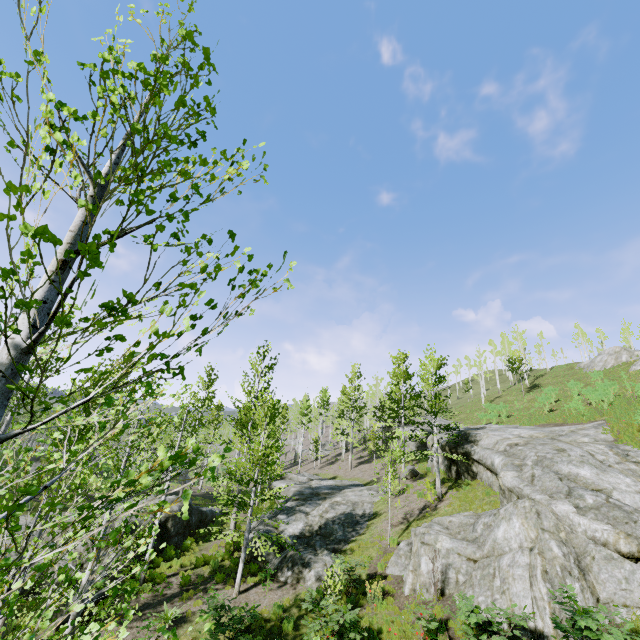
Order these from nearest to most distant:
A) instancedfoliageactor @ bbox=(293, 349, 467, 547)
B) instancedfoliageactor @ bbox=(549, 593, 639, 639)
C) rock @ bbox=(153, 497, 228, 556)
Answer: instancedfoliageactor @ bbox=(549, 593, 639, 639) → rock @ bbox=(153, 497, 228, 556) → instancedfoliageactor @ bbox=(293, 349, 467, 547)

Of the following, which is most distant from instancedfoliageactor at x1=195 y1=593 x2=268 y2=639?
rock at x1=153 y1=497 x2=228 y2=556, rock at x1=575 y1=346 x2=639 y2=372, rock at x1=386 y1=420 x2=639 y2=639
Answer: rock at x1=575 y1=346 x2=639 y2=372

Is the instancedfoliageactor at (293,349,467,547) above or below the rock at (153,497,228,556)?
above

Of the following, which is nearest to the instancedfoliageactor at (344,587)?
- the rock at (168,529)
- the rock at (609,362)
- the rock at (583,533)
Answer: the rock at (168,529)

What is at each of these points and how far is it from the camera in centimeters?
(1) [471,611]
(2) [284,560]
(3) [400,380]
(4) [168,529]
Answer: (1) instancedfoliageactor, 870cm
(2) rock, 1541cm
(3) instancedfoliageactor, 3008cm
(4) rock, 1770cm

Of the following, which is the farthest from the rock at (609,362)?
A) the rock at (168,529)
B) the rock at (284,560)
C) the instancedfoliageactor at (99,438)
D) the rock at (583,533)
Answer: the rock at (168,529)

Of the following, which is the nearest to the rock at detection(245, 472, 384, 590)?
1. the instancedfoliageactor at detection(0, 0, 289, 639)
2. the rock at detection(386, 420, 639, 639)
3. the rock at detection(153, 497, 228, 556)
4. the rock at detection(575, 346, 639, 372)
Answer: the instancedfoliageactor at detection(0, 0, 289, 639)

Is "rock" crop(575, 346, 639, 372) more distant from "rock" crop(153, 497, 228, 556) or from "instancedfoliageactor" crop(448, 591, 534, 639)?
"rock" crop(153, 497, 228, 556)
